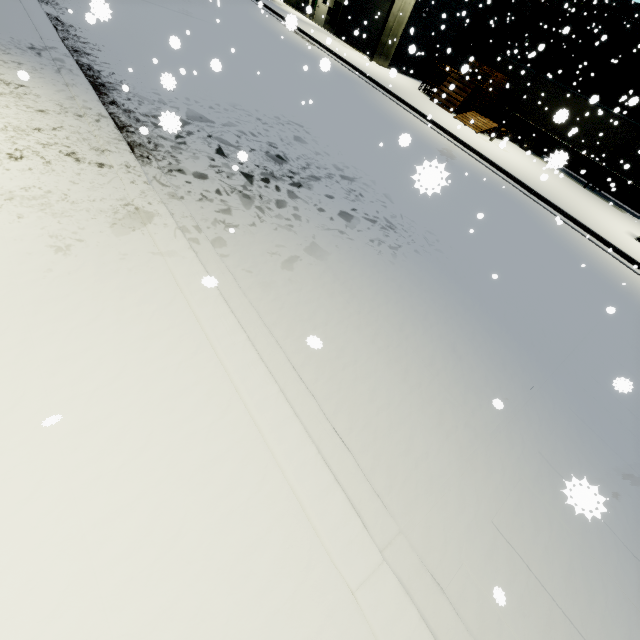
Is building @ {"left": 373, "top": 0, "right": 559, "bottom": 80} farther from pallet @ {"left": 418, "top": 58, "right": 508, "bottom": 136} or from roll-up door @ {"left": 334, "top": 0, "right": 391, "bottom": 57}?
pallet @ {"left": 418, "top": 58, "right": 508, "bottom": 136}

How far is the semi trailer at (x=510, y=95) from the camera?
23.0 meters

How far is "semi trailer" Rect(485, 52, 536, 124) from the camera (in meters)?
22.98

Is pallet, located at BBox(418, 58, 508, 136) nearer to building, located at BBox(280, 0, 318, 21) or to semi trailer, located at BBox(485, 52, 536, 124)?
building, located at BBox(280, 0, 318, 21)

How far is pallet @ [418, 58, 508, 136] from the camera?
18.95m

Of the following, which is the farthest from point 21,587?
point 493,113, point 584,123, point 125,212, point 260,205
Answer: point 493,113

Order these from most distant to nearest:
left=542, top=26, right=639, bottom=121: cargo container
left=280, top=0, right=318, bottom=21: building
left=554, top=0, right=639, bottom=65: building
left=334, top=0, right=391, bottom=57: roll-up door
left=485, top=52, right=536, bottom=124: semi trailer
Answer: left=554, top=0, right=639, bottom=65: building, left=280, top=0, right=318, bottom=21: building, left=334, top=0, right=391, bottom=57: roll-up door, left=485, top=52, right=536, bottom=124: semi trailer, left=542, top=26, right=639, bottom=121: cargo container

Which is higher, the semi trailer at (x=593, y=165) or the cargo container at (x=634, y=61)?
the cargo container at (x=634, y=61)
